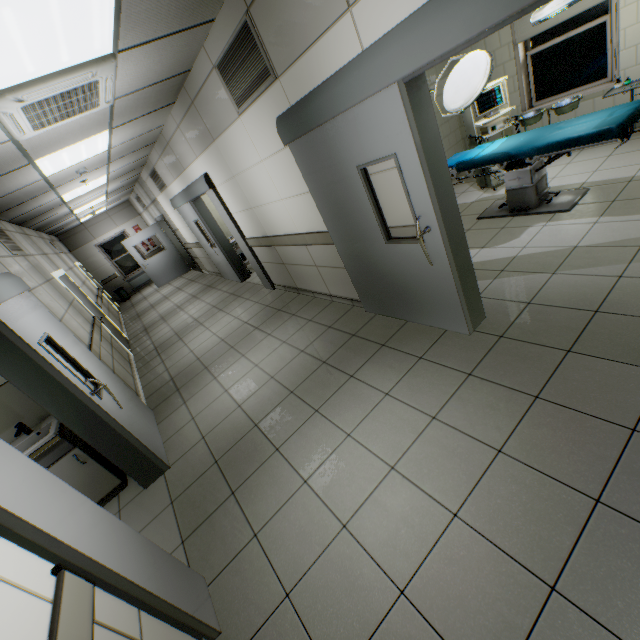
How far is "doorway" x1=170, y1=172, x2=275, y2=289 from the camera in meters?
5.7

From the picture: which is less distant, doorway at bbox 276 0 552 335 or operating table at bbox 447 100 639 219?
doorway at bbox 276 0 552 335

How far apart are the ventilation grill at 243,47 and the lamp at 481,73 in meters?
2.0

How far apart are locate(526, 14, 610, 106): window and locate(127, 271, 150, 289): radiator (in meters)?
14.34

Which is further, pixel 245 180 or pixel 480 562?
pixel 245 180

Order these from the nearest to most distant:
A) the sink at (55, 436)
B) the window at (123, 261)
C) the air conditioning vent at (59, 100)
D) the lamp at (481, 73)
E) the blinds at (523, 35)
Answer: the air conditioning vent at (59, 100), the sink at (55, 436), the lamp at (481, 73), the blinds at (523, 35), the window at (123, 261)

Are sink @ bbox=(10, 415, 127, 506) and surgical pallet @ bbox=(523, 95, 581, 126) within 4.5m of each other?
no

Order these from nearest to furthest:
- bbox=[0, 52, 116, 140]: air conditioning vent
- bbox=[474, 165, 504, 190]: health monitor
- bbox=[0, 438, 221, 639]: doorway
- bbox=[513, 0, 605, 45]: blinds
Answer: bbox=[0, 438, 221, 639]: doorway < bbox=[0, 52, 116, 140]: air conditioning vent < bbox=[513, 0, 605, 45]: blinds < bbox=[474, 165, 504, 190]: health monitor
